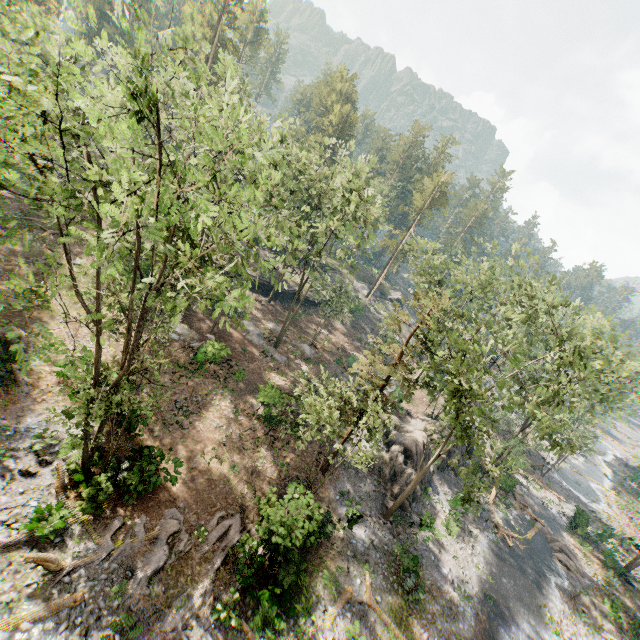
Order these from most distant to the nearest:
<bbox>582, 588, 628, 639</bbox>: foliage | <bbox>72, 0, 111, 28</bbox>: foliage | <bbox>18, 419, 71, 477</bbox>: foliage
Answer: <bbox>582, 588, 628, 639</bbox>: foliage
<bbox>18, 419, 71, 477</bbox>: foliage
<bbox>72, 0, 111, 28</bbox>: foliage

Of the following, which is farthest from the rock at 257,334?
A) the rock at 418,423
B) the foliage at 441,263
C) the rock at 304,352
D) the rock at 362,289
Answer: the rock at 362,289

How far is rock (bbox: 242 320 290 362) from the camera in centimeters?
3244cm

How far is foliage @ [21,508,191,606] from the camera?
12.7m

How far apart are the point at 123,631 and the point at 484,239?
36.78m

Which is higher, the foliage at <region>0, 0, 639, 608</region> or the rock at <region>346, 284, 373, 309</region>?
the foliage at <region>0, 0, 639, 608</region>

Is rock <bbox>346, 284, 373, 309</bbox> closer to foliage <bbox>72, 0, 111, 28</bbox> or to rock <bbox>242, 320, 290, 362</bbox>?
foliage <bbox>72, 0, 111, 28</bbox>

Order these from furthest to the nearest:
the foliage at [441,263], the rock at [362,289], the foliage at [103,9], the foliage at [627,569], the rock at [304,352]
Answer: the rock at [362,289] < the rock at [304,352] < the foliage at [627,569] < the foliage at [441,263] < the foliage at [103,9]
